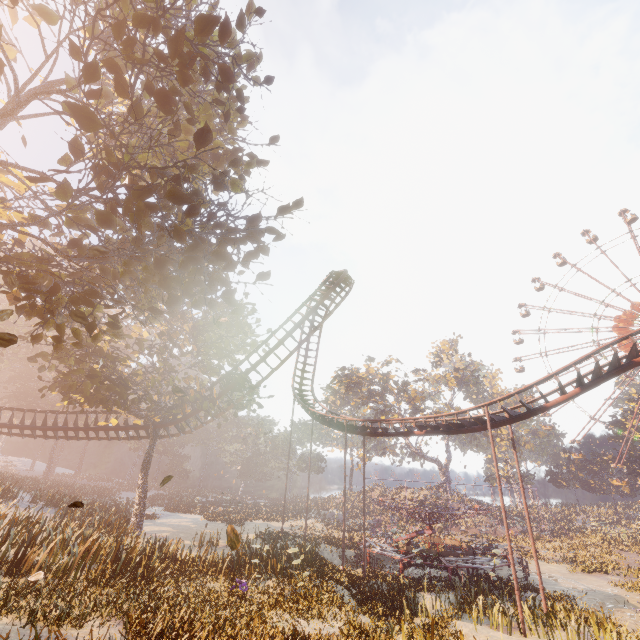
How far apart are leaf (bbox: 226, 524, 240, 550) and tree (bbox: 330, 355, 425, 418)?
51.81m

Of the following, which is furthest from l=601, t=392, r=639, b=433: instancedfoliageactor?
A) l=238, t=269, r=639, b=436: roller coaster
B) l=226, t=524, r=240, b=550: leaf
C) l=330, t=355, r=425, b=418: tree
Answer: l=226, t=524, r=240, b=550: leaf

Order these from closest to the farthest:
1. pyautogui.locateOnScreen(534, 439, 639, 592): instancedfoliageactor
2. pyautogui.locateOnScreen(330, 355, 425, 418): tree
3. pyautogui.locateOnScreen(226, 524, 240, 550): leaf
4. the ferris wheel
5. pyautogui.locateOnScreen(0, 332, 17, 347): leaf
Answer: pyautogui.locateOnScreen(0, 332, 17, 347): leaf, pyautogui.locateOnScreen(226, 524, 240, 550): leaf, pyautogui.locateOnScreen(534, 439, 639, 592): instancedfoliageactor, the ferris wheel, pyautogui.locateOnScreen(330, 355, 425, 418): tree

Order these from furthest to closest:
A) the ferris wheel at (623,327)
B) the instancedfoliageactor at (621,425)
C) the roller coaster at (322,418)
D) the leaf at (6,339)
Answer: the instancedfoliageactor at (621,425), the ferris wheel at (623,327), the roller coaster at (322,418), the leaf at (6,339)

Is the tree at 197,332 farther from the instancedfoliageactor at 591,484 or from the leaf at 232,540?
the instancedfoliageactor at 591,484

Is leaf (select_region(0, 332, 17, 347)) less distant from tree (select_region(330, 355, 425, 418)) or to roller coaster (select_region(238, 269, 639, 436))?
roller coaster (select_region(238, 269, 639, 436))

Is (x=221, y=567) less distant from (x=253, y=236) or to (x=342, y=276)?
(x=253, y=236)

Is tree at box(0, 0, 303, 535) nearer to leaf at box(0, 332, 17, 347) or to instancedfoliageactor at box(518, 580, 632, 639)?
leaf at box(0, 332, 17, 347)
